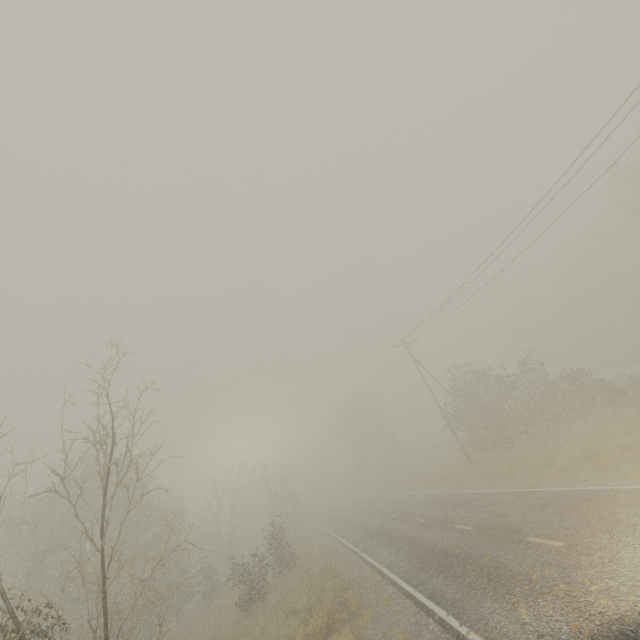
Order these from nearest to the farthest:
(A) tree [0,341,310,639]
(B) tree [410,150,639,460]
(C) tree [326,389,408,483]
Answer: (A) tree [0,341,310,639] → (B) tree [410,150,639,460] → (C) tree [326,389,408,483]

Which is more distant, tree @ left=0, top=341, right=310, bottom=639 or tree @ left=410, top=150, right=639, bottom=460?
tree @ left=410, top=150, right=639, bottom=460

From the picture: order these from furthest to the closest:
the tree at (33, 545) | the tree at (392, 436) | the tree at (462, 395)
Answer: the tree at (392, 436) < the tree at (462, 395) < the tree at (33, 545)

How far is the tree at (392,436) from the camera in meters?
50.0 m

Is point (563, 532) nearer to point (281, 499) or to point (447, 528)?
point (447, 528)

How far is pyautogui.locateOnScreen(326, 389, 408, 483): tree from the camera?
50.0m
